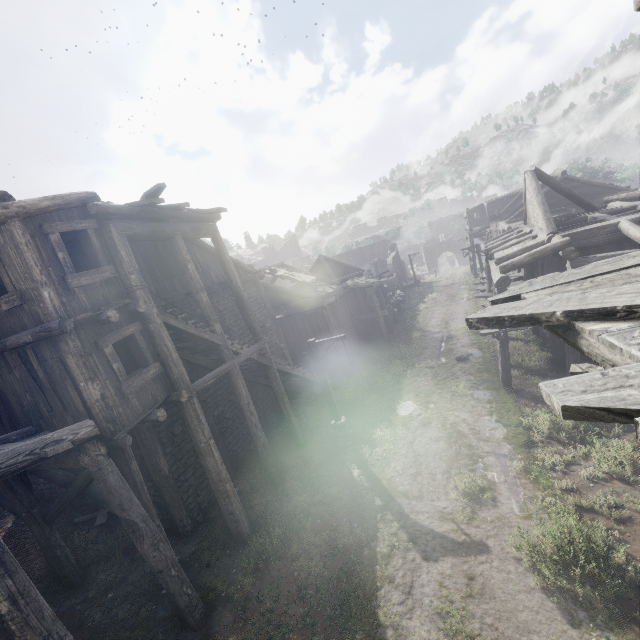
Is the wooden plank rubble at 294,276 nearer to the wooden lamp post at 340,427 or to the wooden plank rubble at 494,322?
the wooden lamp post at 340,427

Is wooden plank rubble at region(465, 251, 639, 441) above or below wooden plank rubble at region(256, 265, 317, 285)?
below

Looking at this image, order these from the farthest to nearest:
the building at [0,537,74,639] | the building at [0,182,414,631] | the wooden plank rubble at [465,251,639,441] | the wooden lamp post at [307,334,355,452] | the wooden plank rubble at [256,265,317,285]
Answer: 1. the wooden plank rubble at [256,265,317,285]
2. the wooden lamp post at [307,334,355,452]
3. the building at [0,182,414,631]
4. the building at [0,537,74,639]
5. the wooden plank rubble at [465,251,639,441]

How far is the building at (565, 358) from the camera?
12.66m

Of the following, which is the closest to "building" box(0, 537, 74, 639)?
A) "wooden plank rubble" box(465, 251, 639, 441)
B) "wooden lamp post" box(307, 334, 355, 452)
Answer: "wooden plank rubble" box(465, 251, 639, 441)

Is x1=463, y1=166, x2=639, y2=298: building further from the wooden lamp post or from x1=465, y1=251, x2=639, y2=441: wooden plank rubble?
the wooden lamp post

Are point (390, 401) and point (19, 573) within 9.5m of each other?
no
